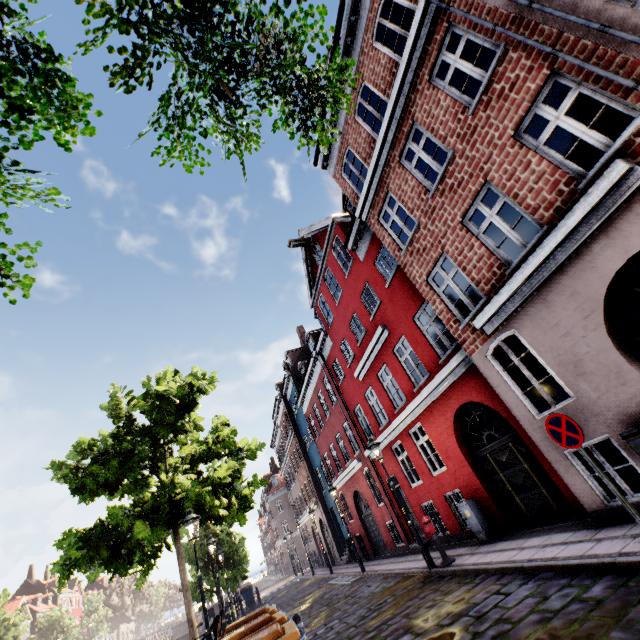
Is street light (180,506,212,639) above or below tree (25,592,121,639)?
below

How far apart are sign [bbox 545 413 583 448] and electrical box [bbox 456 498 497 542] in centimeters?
572cm

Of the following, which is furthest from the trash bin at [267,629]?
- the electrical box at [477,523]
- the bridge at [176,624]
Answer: the bridge at [176,624]

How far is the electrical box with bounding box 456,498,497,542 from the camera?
9.2 meters

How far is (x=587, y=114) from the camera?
10.4m

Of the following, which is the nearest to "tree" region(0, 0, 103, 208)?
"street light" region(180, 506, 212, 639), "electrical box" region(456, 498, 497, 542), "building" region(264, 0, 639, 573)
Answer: "street light" region(180, 506, 212, 639)

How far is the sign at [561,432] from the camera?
4.80m

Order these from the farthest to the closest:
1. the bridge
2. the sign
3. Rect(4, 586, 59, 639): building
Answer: Rect(4, 586, 59, 639): building, the bridge, the sign
